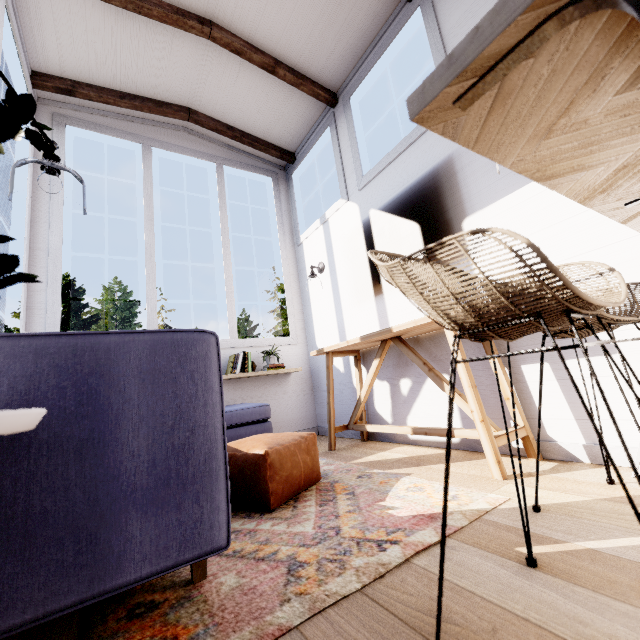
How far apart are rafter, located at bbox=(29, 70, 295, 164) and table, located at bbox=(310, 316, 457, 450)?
2.8m

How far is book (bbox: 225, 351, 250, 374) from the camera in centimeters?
339cm

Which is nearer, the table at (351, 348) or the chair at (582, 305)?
the chair at (582, 305)

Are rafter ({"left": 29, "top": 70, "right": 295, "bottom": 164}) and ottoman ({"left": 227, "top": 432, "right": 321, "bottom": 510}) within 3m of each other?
no

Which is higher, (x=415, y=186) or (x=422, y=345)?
(x=415, y=186)

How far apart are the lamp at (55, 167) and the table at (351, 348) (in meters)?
1.96

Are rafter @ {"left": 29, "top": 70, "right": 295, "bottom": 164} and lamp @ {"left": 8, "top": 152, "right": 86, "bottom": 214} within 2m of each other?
no

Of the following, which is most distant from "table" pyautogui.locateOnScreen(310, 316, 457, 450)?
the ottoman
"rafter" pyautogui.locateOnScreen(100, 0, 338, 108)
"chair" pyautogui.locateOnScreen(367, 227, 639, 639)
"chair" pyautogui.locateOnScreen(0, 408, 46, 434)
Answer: "rafter" pyautogui.locateOnScreen(100, 0, 338, 108)
